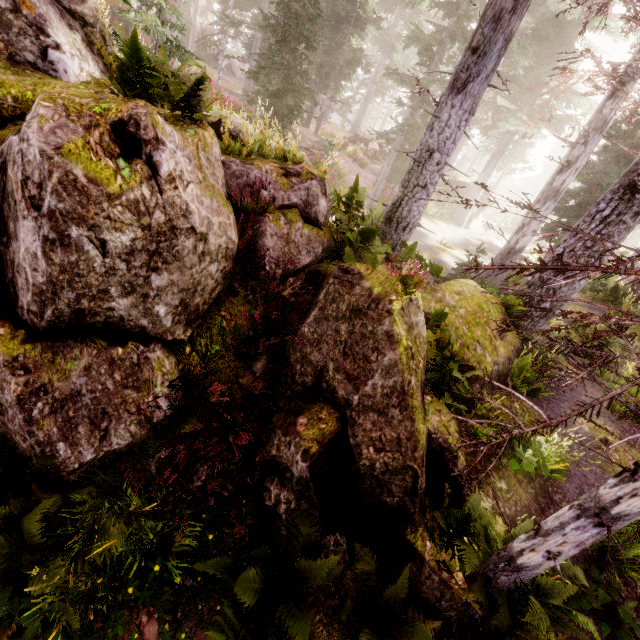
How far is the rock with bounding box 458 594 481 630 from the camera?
4.4m

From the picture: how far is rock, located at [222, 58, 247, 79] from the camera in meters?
43.2 m

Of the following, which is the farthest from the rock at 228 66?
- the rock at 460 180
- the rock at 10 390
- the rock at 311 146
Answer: the rock at 460 180

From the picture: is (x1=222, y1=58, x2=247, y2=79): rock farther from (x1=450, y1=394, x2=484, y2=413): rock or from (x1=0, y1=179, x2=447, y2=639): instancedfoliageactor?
(x1=450, y1=394, x2=484, y2=413): rock

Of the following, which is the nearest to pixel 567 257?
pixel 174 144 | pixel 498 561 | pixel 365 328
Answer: pixel 365 328

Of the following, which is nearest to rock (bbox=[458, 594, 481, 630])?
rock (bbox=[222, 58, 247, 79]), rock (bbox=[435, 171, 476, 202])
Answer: rock (bbox=[222, 58, 247, 79])

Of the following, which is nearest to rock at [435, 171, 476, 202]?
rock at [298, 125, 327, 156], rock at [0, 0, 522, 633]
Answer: rock at [298, 125, 327, 156]

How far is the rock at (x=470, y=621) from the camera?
4.43m
